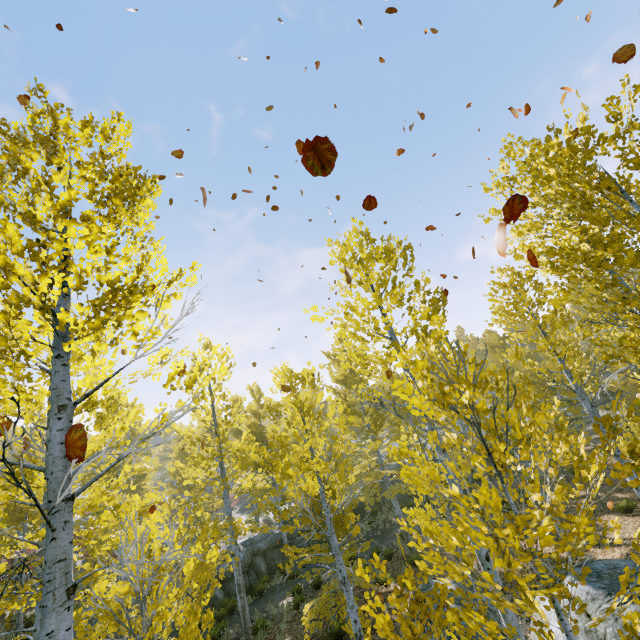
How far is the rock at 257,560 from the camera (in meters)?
17.50

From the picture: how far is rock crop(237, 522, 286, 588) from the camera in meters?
17.5 m

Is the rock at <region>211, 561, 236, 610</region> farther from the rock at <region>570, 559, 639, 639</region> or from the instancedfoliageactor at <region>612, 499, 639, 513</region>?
the rock at <region>570, 559, 639, 639</region>

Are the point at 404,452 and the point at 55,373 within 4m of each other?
yes

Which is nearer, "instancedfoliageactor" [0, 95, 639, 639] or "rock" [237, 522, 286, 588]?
"instancedfoliageactor" [0, 95, 639, 639]
